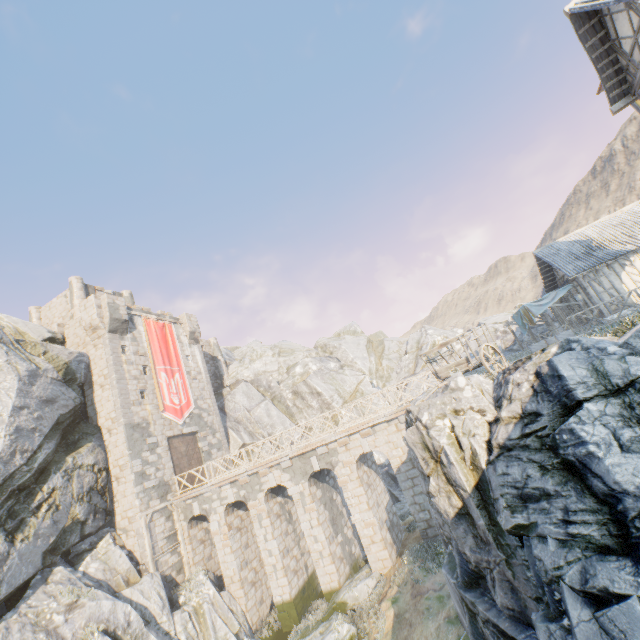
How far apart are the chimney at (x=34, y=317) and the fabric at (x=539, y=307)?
38.42m

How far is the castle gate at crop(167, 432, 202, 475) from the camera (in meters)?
22.62

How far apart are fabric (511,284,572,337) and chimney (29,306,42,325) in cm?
3842

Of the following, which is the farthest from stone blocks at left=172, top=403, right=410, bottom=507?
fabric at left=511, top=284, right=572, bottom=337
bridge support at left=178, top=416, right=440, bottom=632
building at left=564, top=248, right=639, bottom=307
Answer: building at left=564, top=248, right=639, bottom=307

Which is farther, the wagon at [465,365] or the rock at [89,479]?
the rock at [89,479]

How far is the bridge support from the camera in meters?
16.2 m

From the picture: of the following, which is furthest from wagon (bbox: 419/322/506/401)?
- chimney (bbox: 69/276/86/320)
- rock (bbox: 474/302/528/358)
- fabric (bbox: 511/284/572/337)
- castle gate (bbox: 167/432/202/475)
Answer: chimney (bbox: 69/276/86/320)

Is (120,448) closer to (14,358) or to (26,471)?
(26,471)
